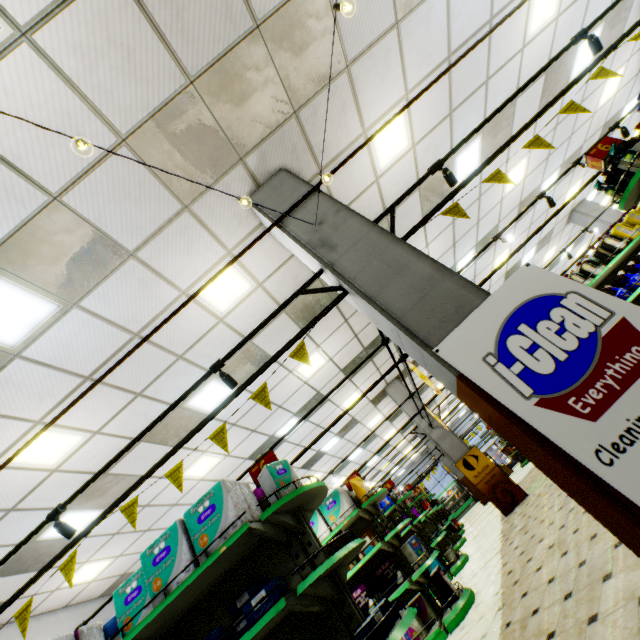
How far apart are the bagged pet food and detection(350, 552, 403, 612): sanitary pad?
0.8m

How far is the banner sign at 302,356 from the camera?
3.1m

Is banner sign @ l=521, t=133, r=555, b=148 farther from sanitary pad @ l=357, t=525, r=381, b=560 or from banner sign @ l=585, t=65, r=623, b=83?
sanitary pad @ l=357, t=525, r=381, b=560

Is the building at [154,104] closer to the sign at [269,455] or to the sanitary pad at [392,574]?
the sanitary pad at [392,574]

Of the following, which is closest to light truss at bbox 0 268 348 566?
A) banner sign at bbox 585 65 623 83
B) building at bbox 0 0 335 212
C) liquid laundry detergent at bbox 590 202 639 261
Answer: building at bbox 0 0 335 212

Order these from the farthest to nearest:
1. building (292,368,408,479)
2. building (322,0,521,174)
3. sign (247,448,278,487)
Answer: building (292,368,408,479), building (322,0,521,174), sign (247,448,278,487)

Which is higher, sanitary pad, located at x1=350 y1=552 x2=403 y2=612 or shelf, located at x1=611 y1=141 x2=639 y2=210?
shelf, located at x1=611 y1=141 x2=639 y2=210

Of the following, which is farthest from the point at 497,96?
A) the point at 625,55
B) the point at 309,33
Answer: the point at 625,55
